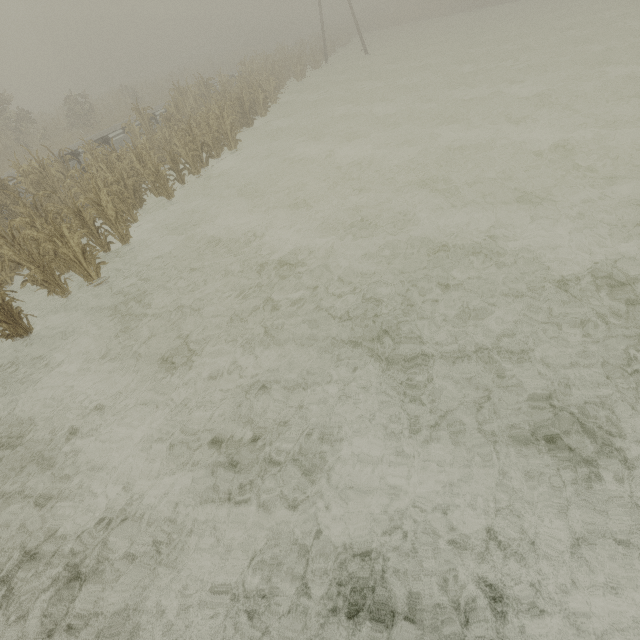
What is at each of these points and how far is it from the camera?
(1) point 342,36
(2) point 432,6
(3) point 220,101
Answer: (1) tree, 37.84m
(2) tree, 42.00m
(3) tree, 16.52m

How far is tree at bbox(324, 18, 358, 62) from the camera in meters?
34.4 m

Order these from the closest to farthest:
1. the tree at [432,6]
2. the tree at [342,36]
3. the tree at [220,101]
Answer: the tree at [220,101] < the tree at [342,36] < the tree at [432,6]

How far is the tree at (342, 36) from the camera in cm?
3438

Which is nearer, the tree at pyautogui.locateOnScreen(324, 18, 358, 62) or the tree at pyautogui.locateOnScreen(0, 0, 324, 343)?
the tree at pyautogui.locateOnScreen(0, 0, 324, 343)

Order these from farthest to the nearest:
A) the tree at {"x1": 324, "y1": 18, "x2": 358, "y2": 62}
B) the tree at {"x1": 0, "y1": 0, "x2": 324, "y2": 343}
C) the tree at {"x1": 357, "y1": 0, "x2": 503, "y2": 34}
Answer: the tree at {"x1": 357, "y1": 0, "x2": 503, "y2": 34}, the tree at {"x1": 324, "y1": 18, "x2": 358, "y2": 62}, the tree at {"x1": 0, "y1": 0, "x2": 324, "y2": 343}
